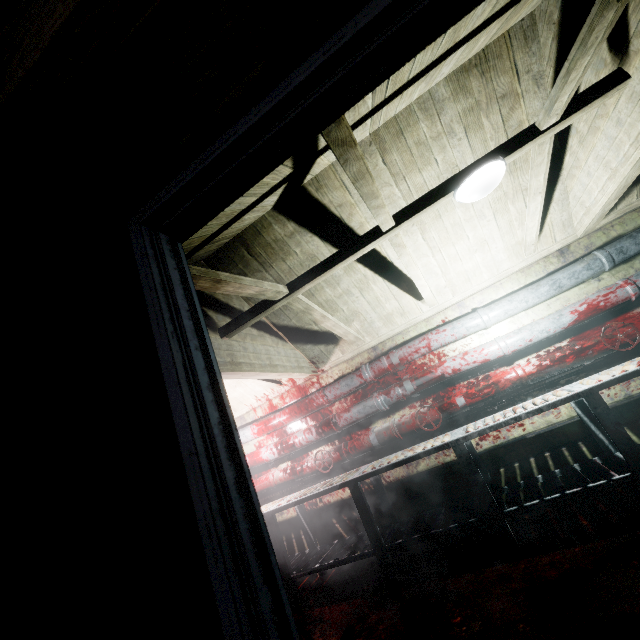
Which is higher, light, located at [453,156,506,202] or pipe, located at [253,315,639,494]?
light, located at [453,156,506,202]

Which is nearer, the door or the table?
the door

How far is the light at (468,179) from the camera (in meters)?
1.87

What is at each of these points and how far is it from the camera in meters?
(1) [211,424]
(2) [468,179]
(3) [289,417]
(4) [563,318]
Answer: (1) door, 0.7
(2) light, 1.9
(3) pipe, 4.0
(4) pipe, 2.9

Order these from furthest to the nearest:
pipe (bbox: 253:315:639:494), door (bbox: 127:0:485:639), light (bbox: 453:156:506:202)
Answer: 1. pipe (bbox: 253:315:639:494)
2. light (bbox: 453:156:506:202)
3. door (bbox: 127:0:485:639)

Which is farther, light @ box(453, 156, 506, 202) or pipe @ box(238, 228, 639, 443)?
pipe @ box(238, 228, 639, 443)

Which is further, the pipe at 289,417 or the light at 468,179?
the pipe at 289,417

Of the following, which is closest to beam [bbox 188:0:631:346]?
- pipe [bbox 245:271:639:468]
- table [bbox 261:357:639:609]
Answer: pipe [bbox 245:271:639:468]
